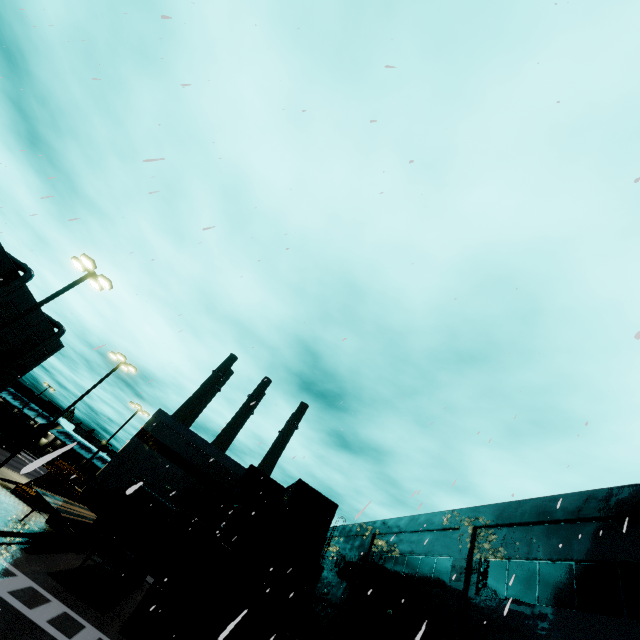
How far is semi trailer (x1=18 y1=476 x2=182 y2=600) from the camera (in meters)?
13.35

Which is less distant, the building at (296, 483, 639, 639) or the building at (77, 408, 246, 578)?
the building at (296, 483, 639, 639)

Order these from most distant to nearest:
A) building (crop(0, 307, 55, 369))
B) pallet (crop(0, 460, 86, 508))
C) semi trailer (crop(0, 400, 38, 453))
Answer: building (crop(0, 307, 55, 369)) → semi trailer (crop(0, 400, 38, 453)) → pallet (crop(0, 460, 86, 508))

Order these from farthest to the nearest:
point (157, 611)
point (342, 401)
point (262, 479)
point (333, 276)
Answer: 1. point (262, 479)
2. point (157, 611)
3. point (333, 276)
4. point (342, 401)

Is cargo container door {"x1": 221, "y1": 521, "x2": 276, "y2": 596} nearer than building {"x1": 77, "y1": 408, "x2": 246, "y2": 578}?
Yes

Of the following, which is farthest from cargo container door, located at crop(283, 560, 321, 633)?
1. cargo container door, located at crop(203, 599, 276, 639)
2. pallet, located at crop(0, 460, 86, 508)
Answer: pallet, located at crop(0, 460, 86, 508)

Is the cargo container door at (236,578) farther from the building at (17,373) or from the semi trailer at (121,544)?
the building at (17,373)

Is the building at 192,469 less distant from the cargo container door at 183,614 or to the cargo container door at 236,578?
the cargo container door at 236,578
